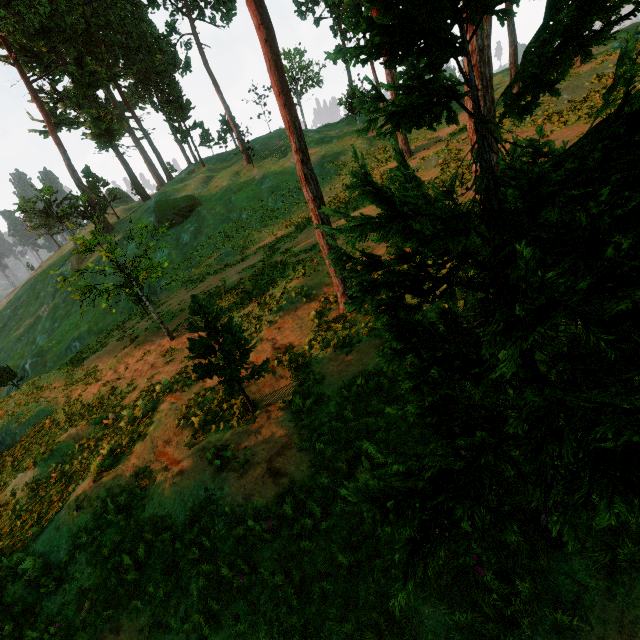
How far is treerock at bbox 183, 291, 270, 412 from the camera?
7.8m

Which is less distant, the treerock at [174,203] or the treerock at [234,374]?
the treerock at [234,374]

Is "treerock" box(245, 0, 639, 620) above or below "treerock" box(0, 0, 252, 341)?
below

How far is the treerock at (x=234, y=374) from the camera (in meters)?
7.81

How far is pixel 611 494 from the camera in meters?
1.5

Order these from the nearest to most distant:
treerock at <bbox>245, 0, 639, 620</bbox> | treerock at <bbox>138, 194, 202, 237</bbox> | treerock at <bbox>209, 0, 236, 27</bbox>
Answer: treerock at <bbox>245, 0, 639, 620</bbox> → treerock at <bbox>138, 194, 202, 237</bbox> → treerock at <bbox>209, 0, 236, 27</bbox>

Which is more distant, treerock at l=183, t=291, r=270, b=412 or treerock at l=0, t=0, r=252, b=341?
treerock at l=0, t=0, r=252, b=341
